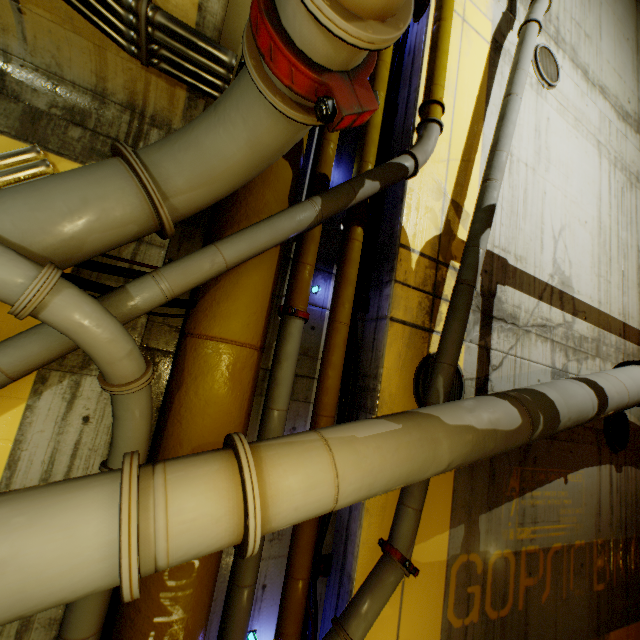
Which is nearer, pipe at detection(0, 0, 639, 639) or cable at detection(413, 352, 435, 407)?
pipe at detection(0, 0, 639, 639)

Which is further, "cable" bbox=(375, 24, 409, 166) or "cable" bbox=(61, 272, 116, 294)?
"cable" bbox=(375, 24, 409, 166)

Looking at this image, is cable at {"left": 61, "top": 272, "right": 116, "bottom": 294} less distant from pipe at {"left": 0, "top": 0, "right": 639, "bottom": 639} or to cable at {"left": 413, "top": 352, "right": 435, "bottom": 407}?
pipe at {"left": 0, "top": 0, "right": 639, "bottom": 639}

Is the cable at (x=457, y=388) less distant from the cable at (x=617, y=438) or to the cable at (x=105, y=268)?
the cable at (x=105, y=268)

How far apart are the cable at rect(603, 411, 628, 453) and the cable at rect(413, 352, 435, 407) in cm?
381

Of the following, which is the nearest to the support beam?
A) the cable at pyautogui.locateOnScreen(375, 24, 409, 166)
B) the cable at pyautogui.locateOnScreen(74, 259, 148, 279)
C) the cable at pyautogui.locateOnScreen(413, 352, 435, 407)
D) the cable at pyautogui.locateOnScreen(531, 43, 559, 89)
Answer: the cable at pyautogui.locateOnScreen(74, 259, 148, 279)

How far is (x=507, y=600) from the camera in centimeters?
423cm

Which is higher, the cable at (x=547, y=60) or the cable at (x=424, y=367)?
the cable at (x=547, y=60)
